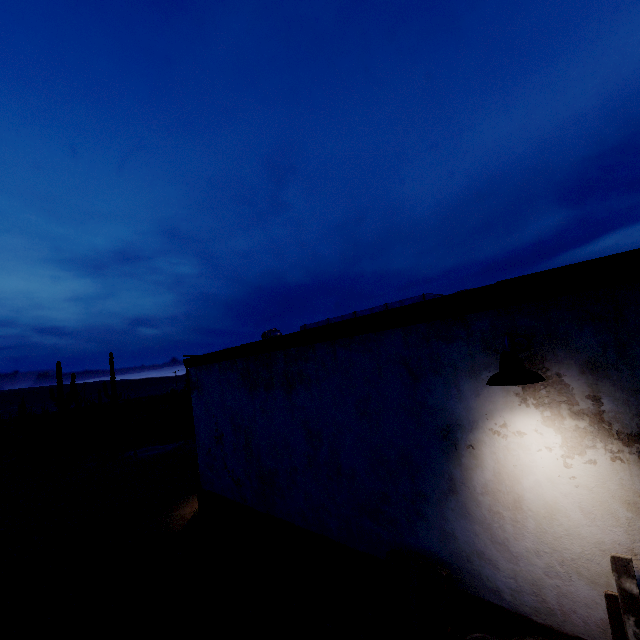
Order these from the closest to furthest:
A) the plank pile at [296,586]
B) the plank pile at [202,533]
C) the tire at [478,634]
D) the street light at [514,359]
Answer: the street light at [514,359] < the tire at [478,634] < the plank pile at [296,586] < the plank pile at [202,533]

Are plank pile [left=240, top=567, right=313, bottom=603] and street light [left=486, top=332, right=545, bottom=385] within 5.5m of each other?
yes

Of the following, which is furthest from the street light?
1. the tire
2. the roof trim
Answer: the tire

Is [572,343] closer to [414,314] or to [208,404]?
[414,314]

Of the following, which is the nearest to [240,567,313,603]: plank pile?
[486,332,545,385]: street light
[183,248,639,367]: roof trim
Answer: [183,248,639,367]: roof trim

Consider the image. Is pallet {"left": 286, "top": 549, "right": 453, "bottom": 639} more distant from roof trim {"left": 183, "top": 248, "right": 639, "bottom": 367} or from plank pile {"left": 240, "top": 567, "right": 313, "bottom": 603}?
roof trim {"left": 183, "top": 248, "right": 639, "bottom": 367}

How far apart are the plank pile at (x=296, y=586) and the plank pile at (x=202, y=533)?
1.29m

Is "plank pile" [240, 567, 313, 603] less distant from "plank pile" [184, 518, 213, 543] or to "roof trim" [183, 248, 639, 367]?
"plank pile" [184, 518, 213, 543]
